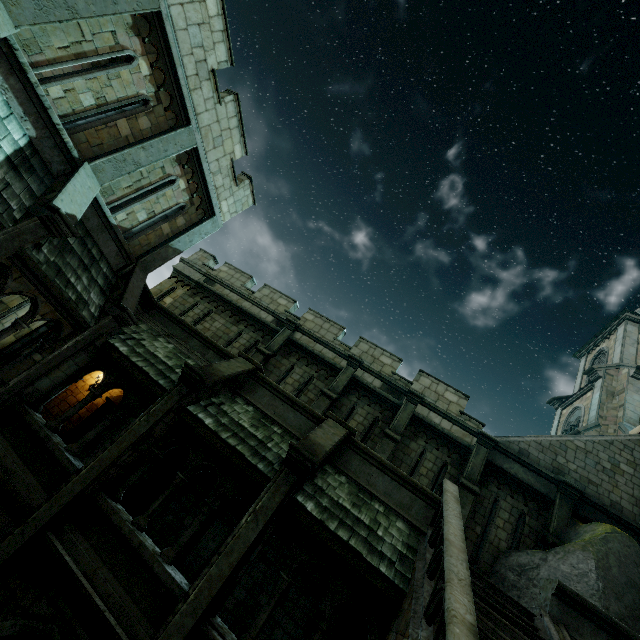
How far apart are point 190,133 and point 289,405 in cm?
903

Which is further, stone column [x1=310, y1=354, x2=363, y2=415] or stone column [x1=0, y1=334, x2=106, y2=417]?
stone column [x1=310, y1=354, x2=363, y2=415]

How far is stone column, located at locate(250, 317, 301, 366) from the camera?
13.86m

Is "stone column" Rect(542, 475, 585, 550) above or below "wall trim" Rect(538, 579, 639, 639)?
above

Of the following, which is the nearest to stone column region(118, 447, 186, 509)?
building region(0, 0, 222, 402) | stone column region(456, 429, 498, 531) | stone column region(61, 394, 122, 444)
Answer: stone column region(61, 394, 122, 444)

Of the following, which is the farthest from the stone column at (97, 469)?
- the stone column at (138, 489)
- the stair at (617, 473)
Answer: the stair at (617, 473)

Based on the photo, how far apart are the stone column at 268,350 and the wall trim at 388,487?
5.45m

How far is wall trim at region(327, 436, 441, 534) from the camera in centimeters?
788cm
